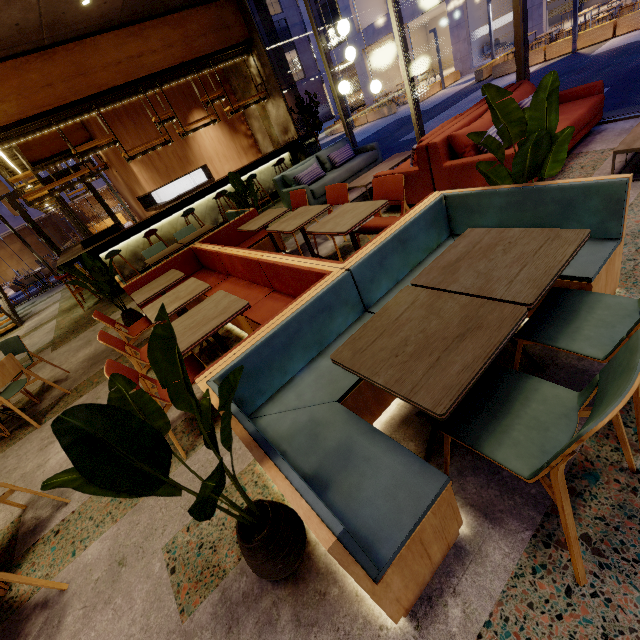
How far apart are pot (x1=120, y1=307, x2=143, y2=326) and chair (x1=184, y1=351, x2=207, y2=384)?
2.9m

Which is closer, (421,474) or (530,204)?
(421,474)

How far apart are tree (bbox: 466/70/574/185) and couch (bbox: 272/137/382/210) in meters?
4.5 m

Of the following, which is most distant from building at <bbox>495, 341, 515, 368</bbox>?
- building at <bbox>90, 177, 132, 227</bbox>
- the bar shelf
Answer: building at <bbox>90, 177, 132, 227</bbox>

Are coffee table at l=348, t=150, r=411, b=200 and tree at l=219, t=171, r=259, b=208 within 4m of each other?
yes

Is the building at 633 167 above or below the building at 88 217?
below

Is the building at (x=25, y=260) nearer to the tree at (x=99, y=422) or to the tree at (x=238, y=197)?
the tree at (x=238, y=197)

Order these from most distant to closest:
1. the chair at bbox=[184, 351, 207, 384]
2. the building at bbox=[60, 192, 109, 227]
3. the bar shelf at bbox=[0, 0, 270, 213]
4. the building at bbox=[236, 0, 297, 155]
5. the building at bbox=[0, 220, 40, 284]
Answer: the building at bbox=[60, 192, 109, 227]
the building at bbox=[0, 220, 40, 284]
the building at bbox=[236, 0, 297, 155]
the bar shelf at bbox=[0, 0, 270, 213]
the chair at bbox=[184, 351, 207, 384]
